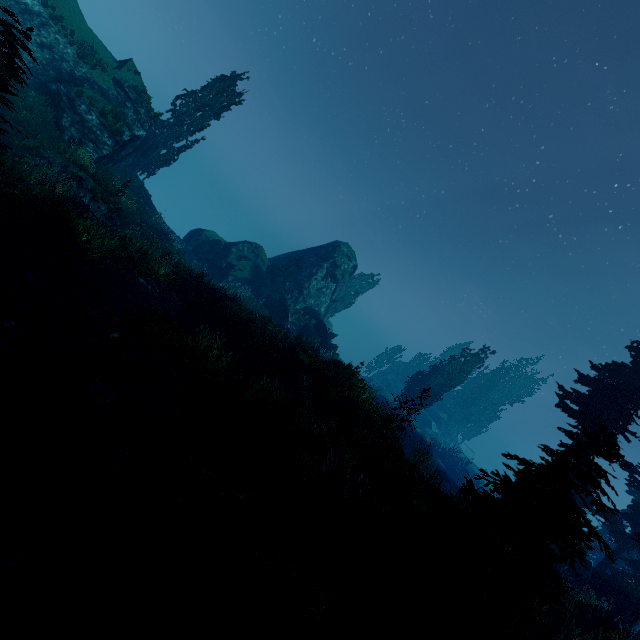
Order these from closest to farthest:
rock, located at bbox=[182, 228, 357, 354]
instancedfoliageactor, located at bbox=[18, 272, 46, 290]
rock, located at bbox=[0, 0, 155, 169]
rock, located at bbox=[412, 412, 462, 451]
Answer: instancedfoliageactor, located at bbox=[18, 272, 46, 290], rock, located at bbox=[0, 0, 155, 169], rock, located at bbox=[182, 228, 357, 354], rock, located at bbox=[412, 412, 462, 451]

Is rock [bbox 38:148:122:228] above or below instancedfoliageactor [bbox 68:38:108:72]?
below

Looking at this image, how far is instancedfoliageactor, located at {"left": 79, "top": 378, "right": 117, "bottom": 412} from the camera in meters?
7.2 m

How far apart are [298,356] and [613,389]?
19.8 meters

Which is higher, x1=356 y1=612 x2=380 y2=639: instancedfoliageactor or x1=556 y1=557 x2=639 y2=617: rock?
x1=556 y1=557 x2=639 y2=617: rock

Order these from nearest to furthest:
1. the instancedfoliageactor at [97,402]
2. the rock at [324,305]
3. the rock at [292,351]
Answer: the instancedfoliageactor at [97,402] → the rock at [292,351] → the rock at [324,305]

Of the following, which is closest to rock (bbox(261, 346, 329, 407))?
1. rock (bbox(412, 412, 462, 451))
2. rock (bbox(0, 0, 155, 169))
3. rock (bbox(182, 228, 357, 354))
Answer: rock (bbox(182, 228, 357, 354))

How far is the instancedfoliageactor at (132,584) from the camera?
4.54m
